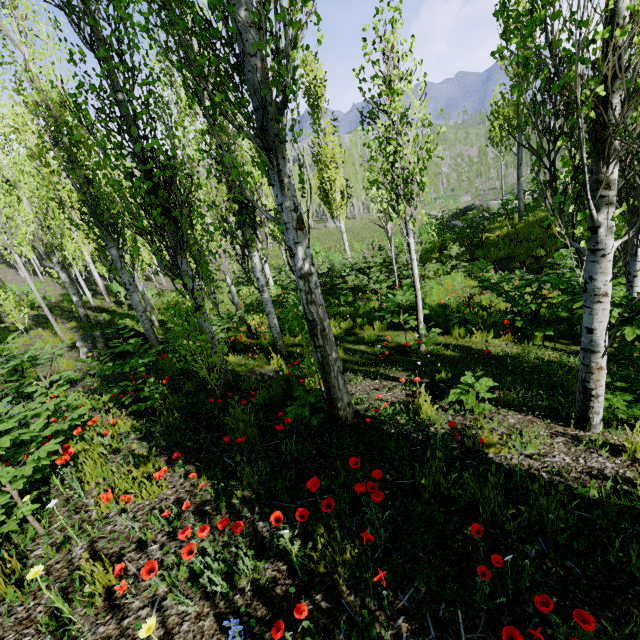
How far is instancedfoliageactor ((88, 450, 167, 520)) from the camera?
2.3m

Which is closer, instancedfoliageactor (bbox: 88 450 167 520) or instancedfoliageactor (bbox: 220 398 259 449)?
instancedfoliageactor (bbox: 88 450 167 520)

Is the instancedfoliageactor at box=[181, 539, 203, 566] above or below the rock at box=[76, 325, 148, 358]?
above

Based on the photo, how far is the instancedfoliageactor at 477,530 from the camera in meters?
1.9

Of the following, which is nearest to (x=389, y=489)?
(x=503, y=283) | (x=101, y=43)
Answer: (x=101, y=43)

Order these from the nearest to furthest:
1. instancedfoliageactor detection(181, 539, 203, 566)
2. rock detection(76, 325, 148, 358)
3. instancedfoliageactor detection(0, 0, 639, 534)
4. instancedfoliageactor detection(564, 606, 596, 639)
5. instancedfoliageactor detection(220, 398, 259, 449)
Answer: instancedfoliageactor detection(564, 606, 596, 639) → instancedfoliageactor detection(181, 539, 203, 566) → instancedfoliageactor detection(0, 0, 639, 534) → instancedfoliageactor detection(220, 398, 259, 449) → rock detection(76, 325, 148, 358)

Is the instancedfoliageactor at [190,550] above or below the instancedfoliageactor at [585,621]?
above
